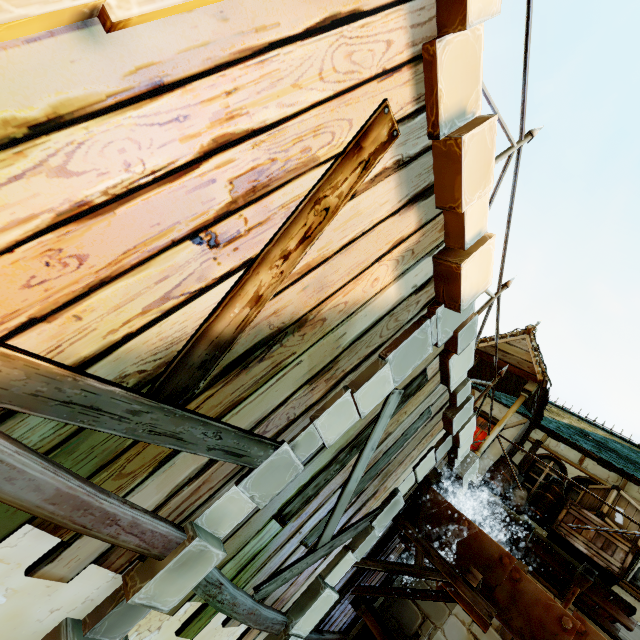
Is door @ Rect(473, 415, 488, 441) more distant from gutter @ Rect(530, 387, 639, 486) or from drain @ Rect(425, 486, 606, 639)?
drain @ Rect(425, 486, 606, 639)

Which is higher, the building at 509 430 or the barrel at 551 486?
the building at 509 430

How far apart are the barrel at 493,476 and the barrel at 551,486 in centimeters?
41cm

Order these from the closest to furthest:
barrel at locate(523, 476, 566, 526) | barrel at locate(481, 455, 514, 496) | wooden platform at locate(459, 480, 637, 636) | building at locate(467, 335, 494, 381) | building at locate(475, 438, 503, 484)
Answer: wooden platform at locate(459, 480, 637, 636), barrel at locate(523, 476, 566, 526), barrel at locate(481, 455, 514, 496), building at locate(475, 438, 503, 484), building at locate(467, 335, 494, 381)

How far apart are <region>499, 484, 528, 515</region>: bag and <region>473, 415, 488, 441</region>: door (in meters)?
1.25

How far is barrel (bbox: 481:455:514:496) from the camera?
7.57m

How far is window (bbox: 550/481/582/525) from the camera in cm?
746

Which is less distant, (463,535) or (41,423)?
(41,423)
